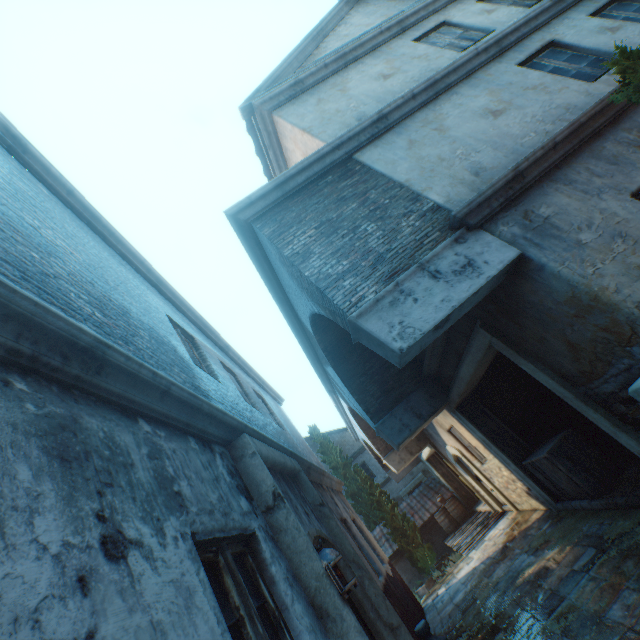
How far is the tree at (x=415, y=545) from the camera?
14.75m

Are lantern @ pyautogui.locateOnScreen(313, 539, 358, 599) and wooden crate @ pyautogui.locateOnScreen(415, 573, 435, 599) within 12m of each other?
no

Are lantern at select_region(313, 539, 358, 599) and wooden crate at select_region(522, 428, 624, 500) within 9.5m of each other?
yes

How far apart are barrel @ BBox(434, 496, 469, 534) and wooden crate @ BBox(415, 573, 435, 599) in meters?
1.9 m

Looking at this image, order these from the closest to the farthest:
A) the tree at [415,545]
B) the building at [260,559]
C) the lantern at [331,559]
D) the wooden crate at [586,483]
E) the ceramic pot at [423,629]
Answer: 1. the building at [260,559]
2. the lantern at [331,559]
3. the ceramic pot at [423,629]
4. the wooden crate at [586,483]
5. the tree at [415,545]

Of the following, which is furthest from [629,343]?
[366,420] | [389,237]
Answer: [366,420]

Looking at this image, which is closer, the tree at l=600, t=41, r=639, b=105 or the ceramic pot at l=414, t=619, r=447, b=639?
the tree at l=600, t=41, r=639, b=105

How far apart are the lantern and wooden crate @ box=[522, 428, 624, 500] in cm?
531
